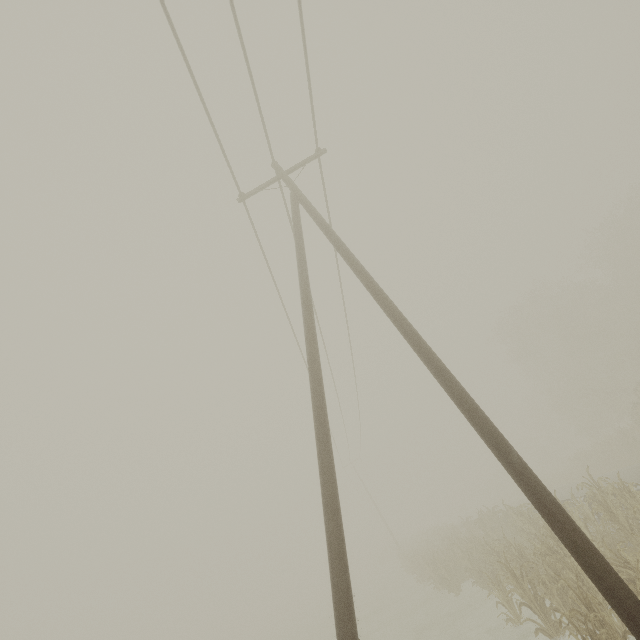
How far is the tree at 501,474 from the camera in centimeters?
5062cm

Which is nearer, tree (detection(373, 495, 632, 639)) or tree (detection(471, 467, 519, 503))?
tree (detection(373, 495, 632, 639))

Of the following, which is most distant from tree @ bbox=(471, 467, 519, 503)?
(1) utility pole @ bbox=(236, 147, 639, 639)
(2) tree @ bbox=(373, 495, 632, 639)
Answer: (1) utility pole @ bbox=(236, 147, 639, 639)

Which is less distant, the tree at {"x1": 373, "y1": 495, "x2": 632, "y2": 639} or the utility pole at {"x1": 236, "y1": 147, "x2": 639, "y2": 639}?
the utility pole at {"x1": 236, "y1": 147, "x2": 639, "y2": 639}

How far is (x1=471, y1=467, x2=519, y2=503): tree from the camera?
50.6m

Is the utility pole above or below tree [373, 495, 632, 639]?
above

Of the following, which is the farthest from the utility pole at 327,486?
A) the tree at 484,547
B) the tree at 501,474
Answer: the tree at 501,474

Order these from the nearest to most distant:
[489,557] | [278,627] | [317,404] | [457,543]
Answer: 1. [317,404]
2. [489,557]
3. [457,543]
4. [278,627]
